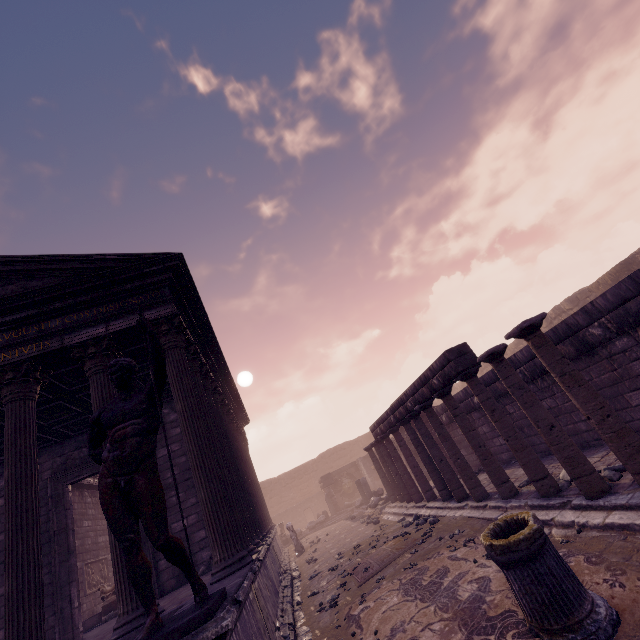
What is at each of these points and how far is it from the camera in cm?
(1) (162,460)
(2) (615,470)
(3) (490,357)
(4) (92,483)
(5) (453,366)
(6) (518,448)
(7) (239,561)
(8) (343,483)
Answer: (1) building, 980
(2) rocks, 521
(3) column, 578
(4) entablature, 1412
(5) entablature, 672
(6) column, 609
(7) building, 507
(8) relief sculpture, 2419

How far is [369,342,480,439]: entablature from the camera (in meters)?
6.73

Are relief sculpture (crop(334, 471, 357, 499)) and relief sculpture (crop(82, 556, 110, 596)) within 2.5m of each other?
no

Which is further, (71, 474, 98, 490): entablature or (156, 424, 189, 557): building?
(71, 474, 98, 490): entablature

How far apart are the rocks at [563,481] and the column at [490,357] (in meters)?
0.64

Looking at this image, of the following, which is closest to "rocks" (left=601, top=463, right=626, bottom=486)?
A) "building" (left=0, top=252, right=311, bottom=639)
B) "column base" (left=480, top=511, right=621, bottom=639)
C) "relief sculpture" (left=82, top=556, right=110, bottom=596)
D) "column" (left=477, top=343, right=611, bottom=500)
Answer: "column" (left=477, top=343, right=611, bottom=500)

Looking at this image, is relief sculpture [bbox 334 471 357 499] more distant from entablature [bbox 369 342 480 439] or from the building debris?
entablature [bbox 369 342 480 439]

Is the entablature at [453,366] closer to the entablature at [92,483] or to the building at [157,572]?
the building at [157,572]
